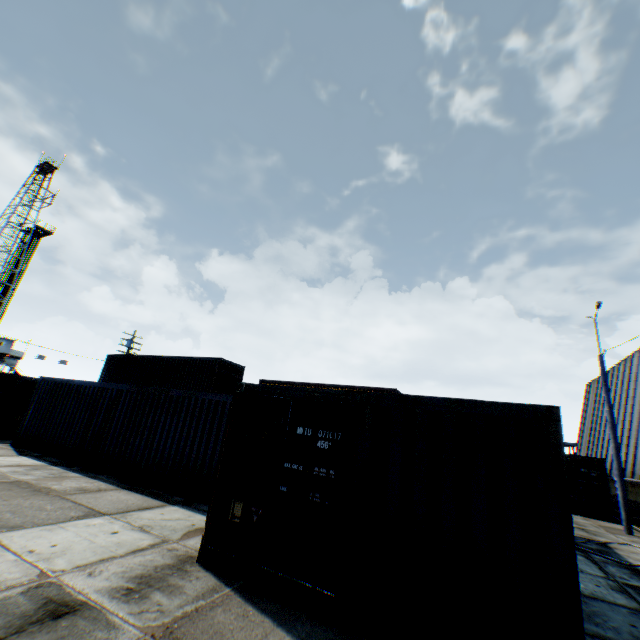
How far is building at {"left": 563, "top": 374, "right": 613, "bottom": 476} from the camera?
26.23m

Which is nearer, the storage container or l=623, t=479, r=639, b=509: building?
the storage container

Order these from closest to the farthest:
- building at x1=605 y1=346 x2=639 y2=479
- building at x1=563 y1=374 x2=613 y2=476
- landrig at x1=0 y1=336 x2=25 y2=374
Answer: building at x1=605 y1=346 x2=639 y2=479
building at x1=563 y1=374 x2=613 y2=476
landrig at x1=0 y1=336 x2=25 y2=374

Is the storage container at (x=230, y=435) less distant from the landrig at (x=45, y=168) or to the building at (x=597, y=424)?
the building at (x=597, y=424)

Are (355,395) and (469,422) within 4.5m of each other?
yes

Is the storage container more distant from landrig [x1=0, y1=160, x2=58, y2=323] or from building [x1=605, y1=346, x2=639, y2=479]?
landrig [x1=0, y1=160, x2=58, y2=323]

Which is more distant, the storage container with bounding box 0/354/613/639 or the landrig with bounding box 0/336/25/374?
the landrig with bounding box 0/336/25/374

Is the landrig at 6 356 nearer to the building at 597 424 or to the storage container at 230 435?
the storage container at 230 435
